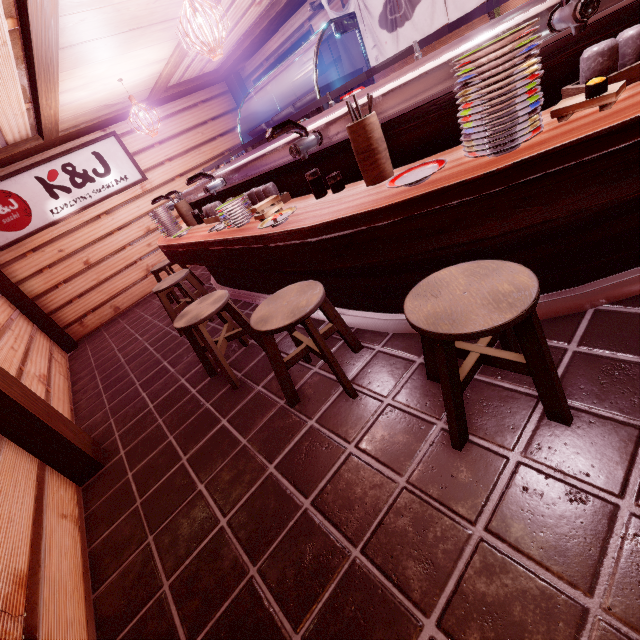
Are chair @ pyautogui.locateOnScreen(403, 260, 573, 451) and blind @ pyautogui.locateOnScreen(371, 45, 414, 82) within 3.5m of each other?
no

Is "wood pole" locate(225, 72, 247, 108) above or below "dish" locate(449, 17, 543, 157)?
above

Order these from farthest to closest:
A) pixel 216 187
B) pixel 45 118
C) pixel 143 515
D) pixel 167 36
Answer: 1. pixel 45 118
2. pixel 167 36
3. pixel 216 187
4. pixel 143 515

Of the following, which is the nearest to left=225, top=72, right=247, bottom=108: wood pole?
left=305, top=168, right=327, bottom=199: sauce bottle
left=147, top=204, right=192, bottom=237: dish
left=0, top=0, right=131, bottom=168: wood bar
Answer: left=0, top=0, right=131, bottom=168: wood bar

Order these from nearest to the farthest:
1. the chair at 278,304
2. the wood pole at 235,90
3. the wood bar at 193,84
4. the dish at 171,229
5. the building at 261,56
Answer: the chair at 278,304 → the dish at 171,229 → the wood bar at 193,84 → the building at 261,56 → the wood pole at 235,90

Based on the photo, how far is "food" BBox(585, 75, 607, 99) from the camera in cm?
206

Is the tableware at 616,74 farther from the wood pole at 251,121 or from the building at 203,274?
the wood pole at 251,121

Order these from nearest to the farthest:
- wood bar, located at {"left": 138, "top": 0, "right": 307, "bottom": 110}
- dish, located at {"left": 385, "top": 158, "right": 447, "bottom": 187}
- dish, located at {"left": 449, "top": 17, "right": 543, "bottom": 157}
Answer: dish, located at {"left": 449, "top": 17, "right": 543, "bottom": 157}
dish, located at {"left": 385, "top": 158, "right": 447, "bottom": 187}
wood bar, located at {"left": 138, "top": 0, "right": 307, "bottom": 110}
